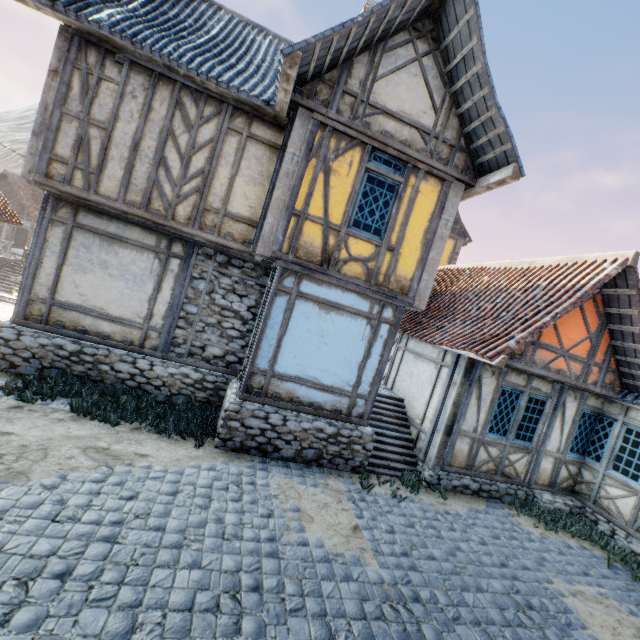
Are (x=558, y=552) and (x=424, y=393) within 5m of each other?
yes

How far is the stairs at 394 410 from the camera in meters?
7.7

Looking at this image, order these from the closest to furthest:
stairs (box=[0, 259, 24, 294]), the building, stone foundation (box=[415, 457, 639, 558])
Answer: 1. the building
2. stone foundation (box=[415, 457, 639, 558])
3. stairs (box=[0, 259, 24, 294])

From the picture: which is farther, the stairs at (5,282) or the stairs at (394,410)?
the stairs at (5,282)

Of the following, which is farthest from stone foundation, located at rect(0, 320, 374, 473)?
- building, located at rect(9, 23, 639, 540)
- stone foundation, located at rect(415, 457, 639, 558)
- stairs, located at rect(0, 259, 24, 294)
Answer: stairs, located at rect(0, 259, 24, 294)

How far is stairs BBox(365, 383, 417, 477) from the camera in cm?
768

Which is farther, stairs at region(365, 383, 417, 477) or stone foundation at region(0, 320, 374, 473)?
stairs at region(365, 383, 417, 477)

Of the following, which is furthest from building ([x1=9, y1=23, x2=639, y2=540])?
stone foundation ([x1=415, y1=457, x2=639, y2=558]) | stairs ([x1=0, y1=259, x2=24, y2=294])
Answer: stairs ([x1=0, y1=259, x2=24, y2=294])
